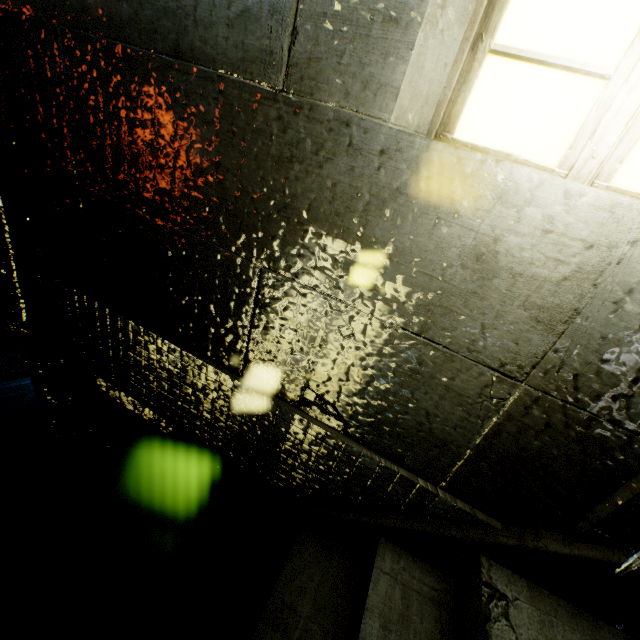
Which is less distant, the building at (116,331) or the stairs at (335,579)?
the building at (116,331)

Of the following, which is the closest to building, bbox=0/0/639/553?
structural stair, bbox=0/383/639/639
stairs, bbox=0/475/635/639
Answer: structural stair, bbox=0/383/639/639

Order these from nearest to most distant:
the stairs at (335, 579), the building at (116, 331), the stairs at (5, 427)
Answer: the building at (116, 331), the stairs at (335, 579), the stairs at (5, 427)

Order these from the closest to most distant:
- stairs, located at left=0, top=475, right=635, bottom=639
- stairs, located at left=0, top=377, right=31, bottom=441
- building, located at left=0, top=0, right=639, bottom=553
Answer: building, located at left=0, top=0, right=639, bottom=553 < stairs, located at left=0, top=475, right=635, bottom=639 < stairs, located at left=0, top=377, right=31, bottom=441

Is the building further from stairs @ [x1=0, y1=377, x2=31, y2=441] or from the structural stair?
stairs @ [x1=0, y1=377, x2=31, y2=441]

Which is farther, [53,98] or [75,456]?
[75,456]

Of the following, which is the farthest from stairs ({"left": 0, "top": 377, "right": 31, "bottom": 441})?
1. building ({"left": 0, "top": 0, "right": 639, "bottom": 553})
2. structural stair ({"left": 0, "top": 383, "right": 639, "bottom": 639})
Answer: building ({"left": 0, "top": 0, "right": 639, "bottom": 553})
